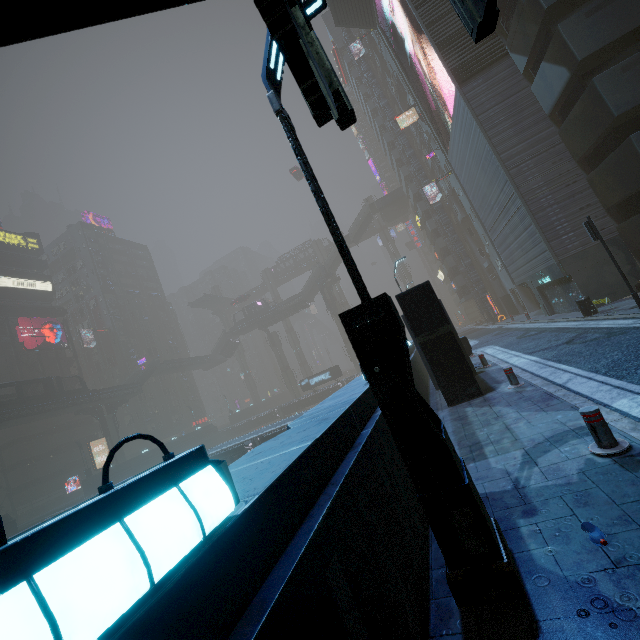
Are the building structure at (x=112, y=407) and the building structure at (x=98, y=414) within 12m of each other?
yes

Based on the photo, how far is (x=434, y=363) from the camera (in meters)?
10.12

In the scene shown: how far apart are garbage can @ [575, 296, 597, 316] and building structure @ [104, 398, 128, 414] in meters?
55.8

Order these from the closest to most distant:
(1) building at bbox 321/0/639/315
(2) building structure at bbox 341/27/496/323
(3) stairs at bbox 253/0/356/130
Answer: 1. (3) stairs at bbox 253/0/356/130
2. (1) building at bbox 321/0/639/315
3. (2) building structure at bbox 341/27/496/323

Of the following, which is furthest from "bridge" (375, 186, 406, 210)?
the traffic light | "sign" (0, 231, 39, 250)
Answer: "sign" (0, 231, 39, 250)

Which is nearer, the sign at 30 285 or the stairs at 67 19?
the stairs at 67 19

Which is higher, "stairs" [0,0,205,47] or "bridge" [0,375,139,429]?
"bridge" [0,375,139,429]

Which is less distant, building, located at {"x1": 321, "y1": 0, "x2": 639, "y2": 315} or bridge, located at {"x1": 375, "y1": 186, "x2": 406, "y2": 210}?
building, located at {"x1": 321, "y1": 0, "x2": 639, "y2": 315}
